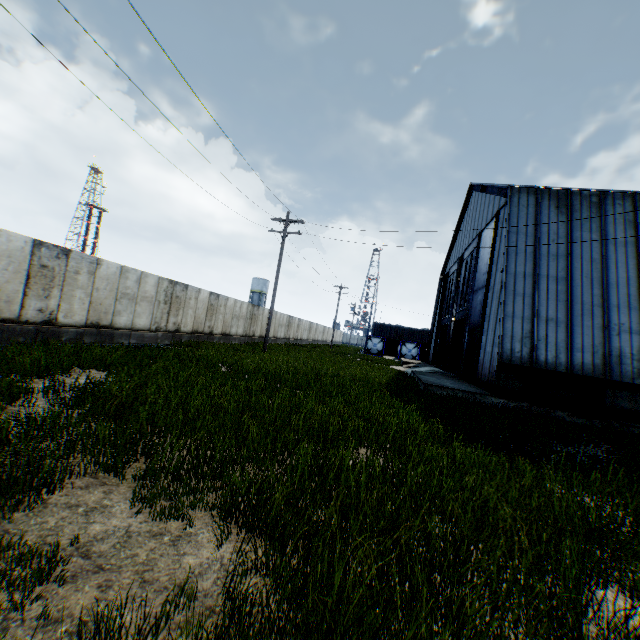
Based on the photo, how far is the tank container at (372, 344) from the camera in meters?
48.8

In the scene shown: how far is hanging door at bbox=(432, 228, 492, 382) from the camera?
20.6m

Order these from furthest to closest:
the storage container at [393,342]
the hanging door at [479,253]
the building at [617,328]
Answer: the storage container at [393,342]
the hanging door at [479,253]
the building at [617,328]

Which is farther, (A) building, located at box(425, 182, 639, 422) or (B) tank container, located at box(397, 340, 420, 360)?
(B) tank container, located at box(397, 340, 420, 360)

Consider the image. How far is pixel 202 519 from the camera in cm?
342

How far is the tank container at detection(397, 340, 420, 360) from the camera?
47.7m

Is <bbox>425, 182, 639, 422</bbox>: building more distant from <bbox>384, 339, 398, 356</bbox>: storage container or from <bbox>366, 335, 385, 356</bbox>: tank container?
<bbox>384, 339, 398, 356</bbox>: storage container
